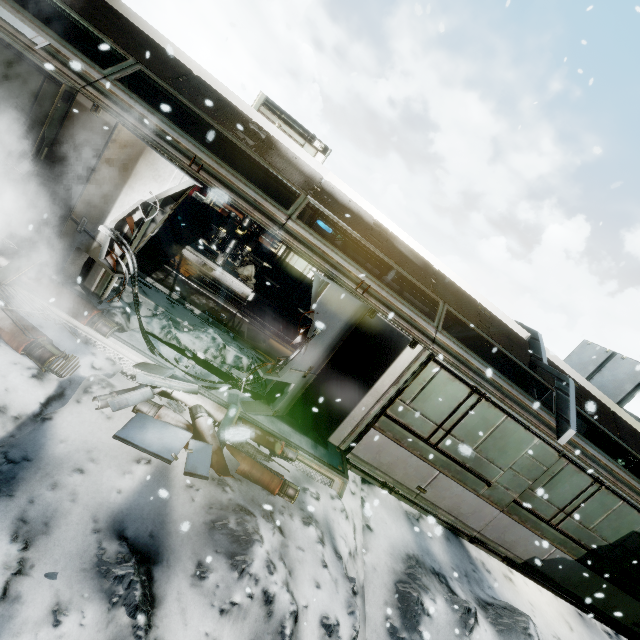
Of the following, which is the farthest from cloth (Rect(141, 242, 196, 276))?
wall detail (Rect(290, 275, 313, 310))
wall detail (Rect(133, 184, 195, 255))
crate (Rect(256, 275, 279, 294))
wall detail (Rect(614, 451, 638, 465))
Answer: wall detail (Rect(614, 451, 638, 465))

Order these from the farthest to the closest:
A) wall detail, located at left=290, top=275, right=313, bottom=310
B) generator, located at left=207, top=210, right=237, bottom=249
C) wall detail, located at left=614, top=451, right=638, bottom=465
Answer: wall detail, located at left=290, top=275, right=313, bottom=310 < generator, located at left=207, top=210, right=237, bottom=249 < wall detail, located at left=614, top=451, right=638, bottom=465

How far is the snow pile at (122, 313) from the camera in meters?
5.1

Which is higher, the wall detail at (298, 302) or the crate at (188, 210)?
the wall detail at (298, 302)

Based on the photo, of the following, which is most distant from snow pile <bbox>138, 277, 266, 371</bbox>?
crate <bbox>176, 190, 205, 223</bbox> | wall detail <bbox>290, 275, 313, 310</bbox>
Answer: crate <bbox>176, 190, 205, 223</bbox>

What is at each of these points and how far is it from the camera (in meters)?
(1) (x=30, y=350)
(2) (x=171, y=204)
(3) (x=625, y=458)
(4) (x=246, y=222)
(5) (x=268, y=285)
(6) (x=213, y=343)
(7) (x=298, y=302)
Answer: (1) wall rubble, 3.97
(2) wall detail, 5.37
(3) wall detail, 11.31
(4) generator, 11.70
(5) crate, 12.85
(6) snow pile, 6.45
(7) wall detail, 13.79

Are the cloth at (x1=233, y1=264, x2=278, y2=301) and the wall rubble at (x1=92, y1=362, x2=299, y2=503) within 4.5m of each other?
no

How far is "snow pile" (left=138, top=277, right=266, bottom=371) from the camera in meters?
5.9 m
